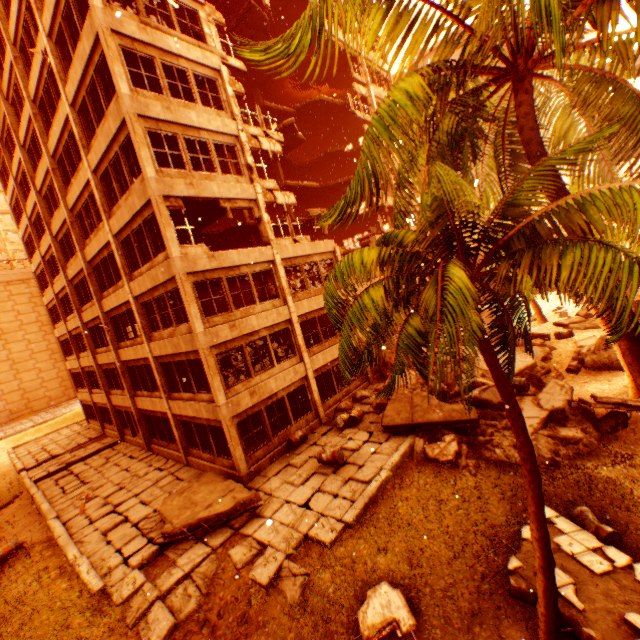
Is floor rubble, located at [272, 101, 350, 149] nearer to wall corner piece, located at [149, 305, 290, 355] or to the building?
wall corner piece, located at [149, 305, 290, 355]

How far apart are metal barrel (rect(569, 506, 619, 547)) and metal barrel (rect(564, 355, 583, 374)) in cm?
955

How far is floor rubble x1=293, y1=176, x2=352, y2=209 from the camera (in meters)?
26.84

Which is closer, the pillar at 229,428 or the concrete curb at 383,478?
the concrete curb at 383,478

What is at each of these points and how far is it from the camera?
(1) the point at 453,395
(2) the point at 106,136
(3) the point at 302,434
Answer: (1) rock pile, 14.5 meters
(2) wall corner piece, 13.1 meters
(3) metal barrel, 15.0 meters

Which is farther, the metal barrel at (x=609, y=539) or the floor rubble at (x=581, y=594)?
the metal barrel at (x=609, y=539)

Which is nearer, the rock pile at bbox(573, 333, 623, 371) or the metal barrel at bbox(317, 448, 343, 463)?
the metal barrel at bbox(317, 448, 343, 463)

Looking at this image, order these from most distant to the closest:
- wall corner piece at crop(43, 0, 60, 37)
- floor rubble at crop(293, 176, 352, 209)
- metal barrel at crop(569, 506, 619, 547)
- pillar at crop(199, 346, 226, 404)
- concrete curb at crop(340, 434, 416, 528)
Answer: floor rubble at crop(293, 176, 352, 209) → wall corner piece at crop(43, 0, 60, 37) → pillar at crop(199, 346, 226, 404) → concrete curb at crop(340, 434, 416, 528) → metal barrel at crop(569, 506, 619, 547)
